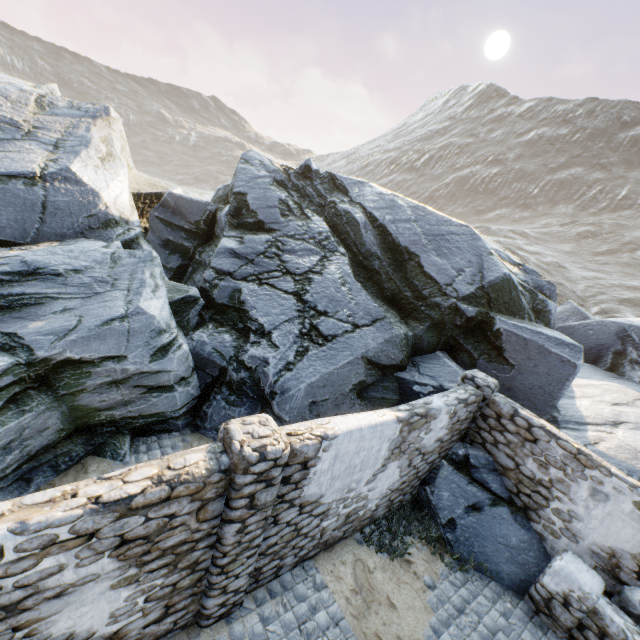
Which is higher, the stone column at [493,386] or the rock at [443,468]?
the stone column at [493,386]

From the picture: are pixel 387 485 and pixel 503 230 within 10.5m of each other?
no

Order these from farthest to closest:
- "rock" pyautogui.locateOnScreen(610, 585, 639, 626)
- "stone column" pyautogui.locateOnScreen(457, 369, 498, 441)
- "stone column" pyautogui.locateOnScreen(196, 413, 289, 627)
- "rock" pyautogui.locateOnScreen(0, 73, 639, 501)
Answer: "stone column" pyautogui.locateOnScreen(457, 369, 498, 441), "rock" pyautogui.locateOnScreen(0, 73, 639, 501), "rock" pyautogui.locateOnScreen(610, 585, 639, 626), "stone column" pyautogui.locateOnScreen(196, 413, 289, 627)

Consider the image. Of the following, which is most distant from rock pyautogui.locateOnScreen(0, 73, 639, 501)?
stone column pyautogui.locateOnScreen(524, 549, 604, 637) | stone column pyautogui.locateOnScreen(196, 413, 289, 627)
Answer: stone column pyautogui.locateOnScreen(196, 413, 289, 627)

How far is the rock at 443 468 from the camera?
6.6 meters

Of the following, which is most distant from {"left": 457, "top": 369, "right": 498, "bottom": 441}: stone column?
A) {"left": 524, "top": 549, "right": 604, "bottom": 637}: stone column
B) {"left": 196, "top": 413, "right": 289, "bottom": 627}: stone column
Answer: {"left": 196, "top": 413, "right": 289, "bottom": 627}: stone column

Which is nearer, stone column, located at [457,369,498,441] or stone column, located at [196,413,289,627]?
stone column, located at [196,413,289,627]

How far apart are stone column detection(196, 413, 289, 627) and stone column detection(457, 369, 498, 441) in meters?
5.4 m
